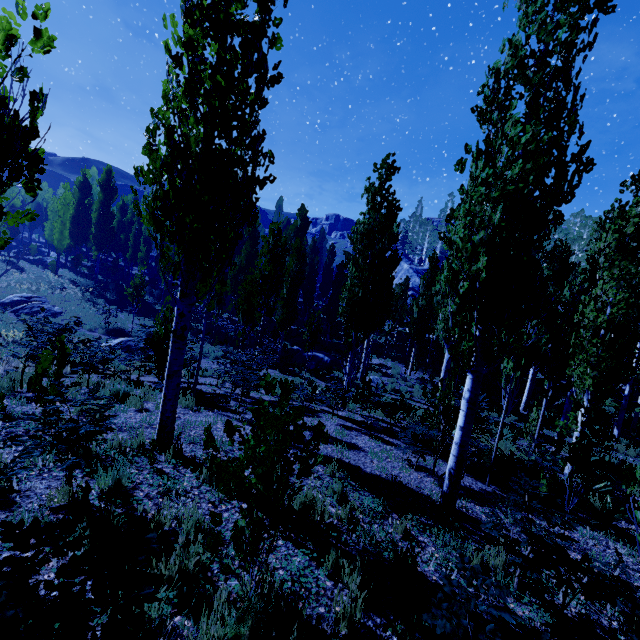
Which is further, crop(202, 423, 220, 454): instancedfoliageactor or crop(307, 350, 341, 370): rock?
crop(307, 350, 341, 370): rock

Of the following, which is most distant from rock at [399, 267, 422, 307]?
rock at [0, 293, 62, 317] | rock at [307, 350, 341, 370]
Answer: rock at [0, 293, 62, 317]

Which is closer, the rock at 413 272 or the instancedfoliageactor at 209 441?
the instancedfoliageactor at 209 441

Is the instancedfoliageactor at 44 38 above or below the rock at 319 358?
above

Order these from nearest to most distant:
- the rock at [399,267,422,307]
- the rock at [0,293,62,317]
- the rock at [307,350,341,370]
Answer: the rock at [307,350,341,370] → the rock at [0,293,62,317] → the rock at [399,267,422,307]

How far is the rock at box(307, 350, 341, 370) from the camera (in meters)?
22.88

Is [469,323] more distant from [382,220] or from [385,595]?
[382,220]

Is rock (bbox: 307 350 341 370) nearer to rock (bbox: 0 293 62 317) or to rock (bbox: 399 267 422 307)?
rock (bbox: 399 267 422 307)
